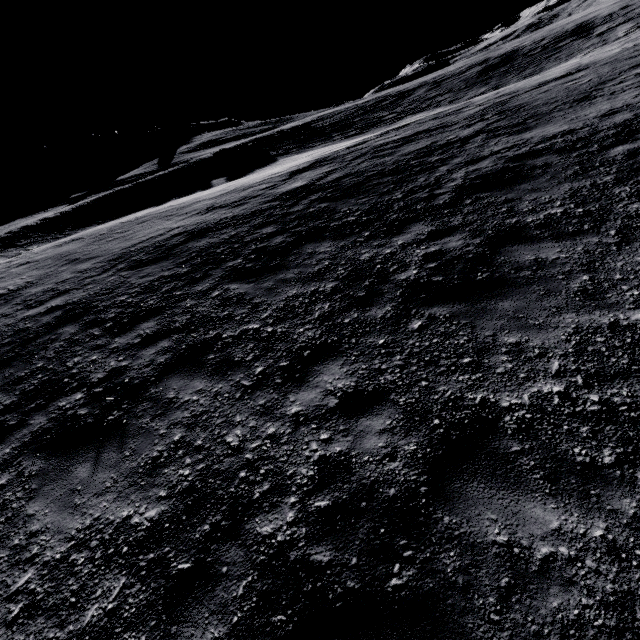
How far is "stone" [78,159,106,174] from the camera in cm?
5753

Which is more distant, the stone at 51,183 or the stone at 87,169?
the stone at 87,169

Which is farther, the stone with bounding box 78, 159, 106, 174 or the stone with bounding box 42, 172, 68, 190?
the stone with bounding box 78, 159, 106, 174

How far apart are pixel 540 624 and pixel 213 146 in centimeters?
5999cm

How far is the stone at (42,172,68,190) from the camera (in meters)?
53.50

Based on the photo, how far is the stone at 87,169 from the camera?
57.53m
